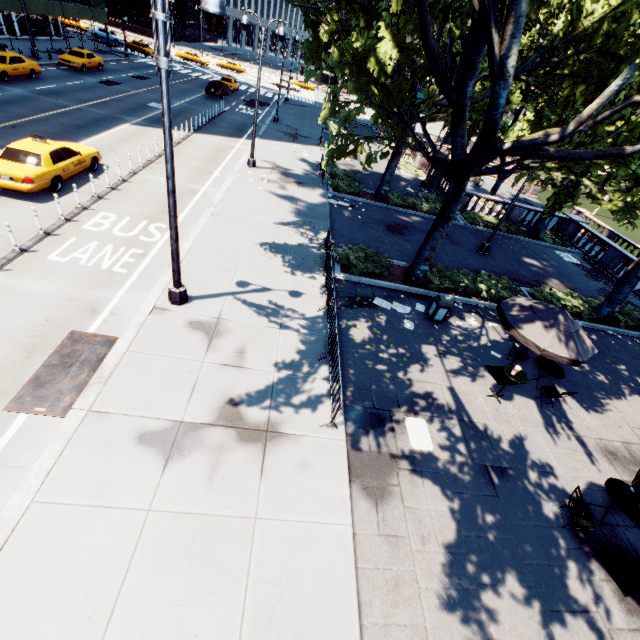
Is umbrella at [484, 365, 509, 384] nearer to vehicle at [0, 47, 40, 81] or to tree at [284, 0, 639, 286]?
tree at [284, 0, 639, 286]

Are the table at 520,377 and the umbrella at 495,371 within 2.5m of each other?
yes

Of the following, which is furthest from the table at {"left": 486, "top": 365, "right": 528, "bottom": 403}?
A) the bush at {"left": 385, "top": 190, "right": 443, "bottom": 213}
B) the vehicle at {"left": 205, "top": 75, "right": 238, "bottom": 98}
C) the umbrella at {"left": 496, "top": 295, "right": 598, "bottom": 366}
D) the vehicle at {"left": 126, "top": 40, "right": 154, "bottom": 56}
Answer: the vehicle at {"left": 126, "top": 40, "right": 154, "bottom": 56}

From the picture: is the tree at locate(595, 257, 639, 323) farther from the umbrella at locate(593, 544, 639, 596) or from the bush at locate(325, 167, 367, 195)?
the umbrella at locate(593, 544, 639, 596)

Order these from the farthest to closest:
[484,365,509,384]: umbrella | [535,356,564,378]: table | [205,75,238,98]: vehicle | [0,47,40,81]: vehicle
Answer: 1. [205,75,238,98]: vehicle
2. [0,47,40,81]: vehicle
3. [484,365,509,384]: umbrella
4. [535,356,564,378]: table

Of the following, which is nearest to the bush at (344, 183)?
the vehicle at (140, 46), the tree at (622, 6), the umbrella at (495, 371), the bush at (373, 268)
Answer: the tree at (622, 6)

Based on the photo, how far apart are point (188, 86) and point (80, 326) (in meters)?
41.42

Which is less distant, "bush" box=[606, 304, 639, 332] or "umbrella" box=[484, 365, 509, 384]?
"umbrella" box=[484, 365, 509, 384]
